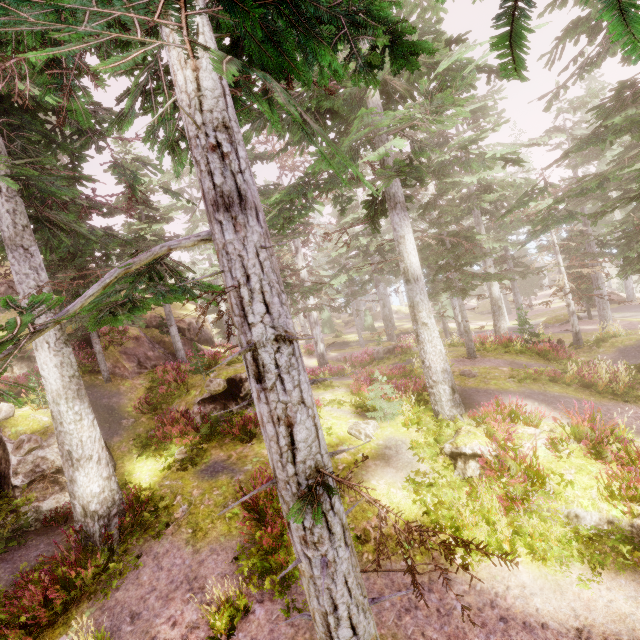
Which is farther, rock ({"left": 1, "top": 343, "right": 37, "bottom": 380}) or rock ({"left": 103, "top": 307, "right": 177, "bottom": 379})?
rock ({"left": 103, "top": 307, "right": 177, "bottom": 379})

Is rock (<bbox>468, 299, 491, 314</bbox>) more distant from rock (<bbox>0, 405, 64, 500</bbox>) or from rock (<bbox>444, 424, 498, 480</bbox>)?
rock (<bbox>444, 424, 498, 480</bbox>)

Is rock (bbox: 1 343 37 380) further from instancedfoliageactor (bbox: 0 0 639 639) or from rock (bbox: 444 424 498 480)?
rock (bbox: 444 424 498 480)

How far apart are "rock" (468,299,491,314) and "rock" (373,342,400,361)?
30.9m

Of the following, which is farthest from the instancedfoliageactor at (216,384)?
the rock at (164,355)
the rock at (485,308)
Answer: the rock at (485,308)

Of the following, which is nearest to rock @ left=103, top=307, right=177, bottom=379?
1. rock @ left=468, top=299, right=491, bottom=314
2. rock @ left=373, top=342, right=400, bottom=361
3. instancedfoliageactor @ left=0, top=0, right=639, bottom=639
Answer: instancedfoliageactor @ left=0, top=0, right=639, bottom=639

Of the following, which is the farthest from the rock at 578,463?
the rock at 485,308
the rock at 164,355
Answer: the rock at 485,308

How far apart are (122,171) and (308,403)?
11.77m
